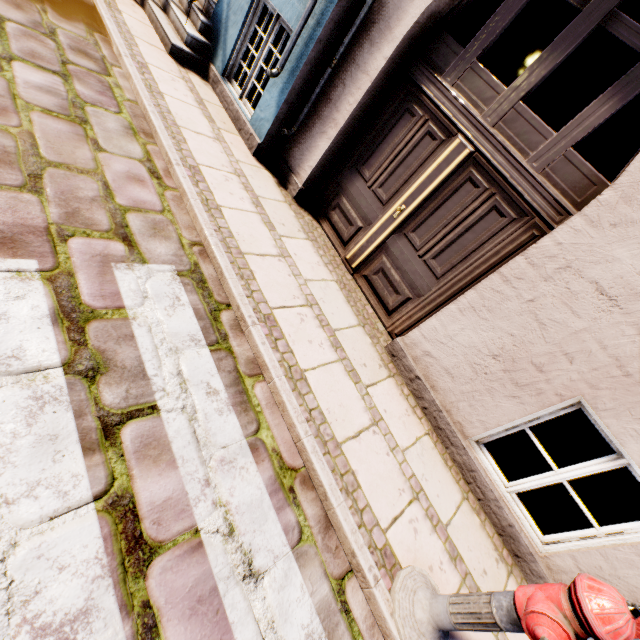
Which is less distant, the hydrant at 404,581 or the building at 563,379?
the hydrant at 404,581

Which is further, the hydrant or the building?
the building

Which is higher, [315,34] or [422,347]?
[315,34]
